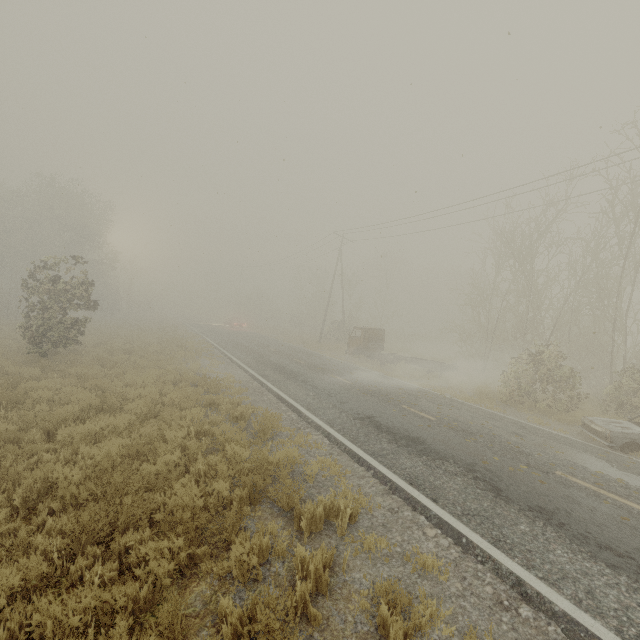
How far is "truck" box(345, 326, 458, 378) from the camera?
20.2 meters

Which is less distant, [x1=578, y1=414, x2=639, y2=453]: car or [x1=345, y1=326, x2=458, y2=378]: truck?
[x1=578, y1=414, x2=639, y2=453]: car

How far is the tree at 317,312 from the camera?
43.26m

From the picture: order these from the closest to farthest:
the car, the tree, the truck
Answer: the car
the truck
the tree

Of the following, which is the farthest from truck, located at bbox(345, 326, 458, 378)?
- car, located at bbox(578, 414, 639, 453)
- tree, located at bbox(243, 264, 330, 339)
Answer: tree, located at bbox(243, 264, 330, 339)

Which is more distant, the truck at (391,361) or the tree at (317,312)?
the tree at (317,312)

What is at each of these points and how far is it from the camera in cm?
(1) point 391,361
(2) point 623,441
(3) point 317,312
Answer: (1) truck, 2180
(2) car, 935
(3) tree, 4916

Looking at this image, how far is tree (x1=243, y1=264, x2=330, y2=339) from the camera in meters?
43.3
